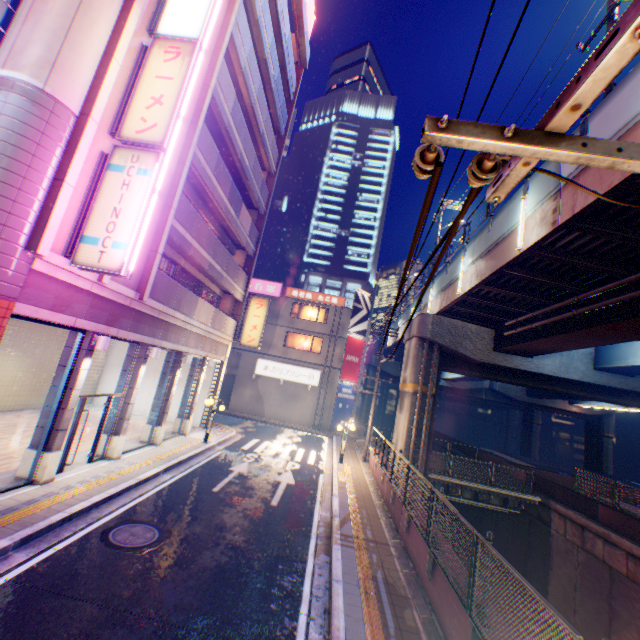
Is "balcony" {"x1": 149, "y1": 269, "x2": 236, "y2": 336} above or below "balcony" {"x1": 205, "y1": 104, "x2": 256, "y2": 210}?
below

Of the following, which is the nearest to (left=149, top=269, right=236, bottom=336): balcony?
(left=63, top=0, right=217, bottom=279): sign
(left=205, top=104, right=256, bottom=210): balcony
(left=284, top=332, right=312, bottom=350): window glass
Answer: (left=63, top=0, right=217, bottom=279): sign

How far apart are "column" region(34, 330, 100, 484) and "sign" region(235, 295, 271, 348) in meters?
11.2

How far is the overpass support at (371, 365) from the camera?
43.1 meters

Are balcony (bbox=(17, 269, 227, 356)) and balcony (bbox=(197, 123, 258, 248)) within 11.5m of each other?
yes

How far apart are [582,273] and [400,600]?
11.4m

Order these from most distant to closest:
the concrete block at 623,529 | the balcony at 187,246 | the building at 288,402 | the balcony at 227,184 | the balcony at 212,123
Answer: the building at 288,402
the balcony at 212,123
the concrete block at 623,529
the balcony at 227,184
the balcony at 187,246

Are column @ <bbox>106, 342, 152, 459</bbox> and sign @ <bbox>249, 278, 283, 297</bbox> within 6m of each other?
no
